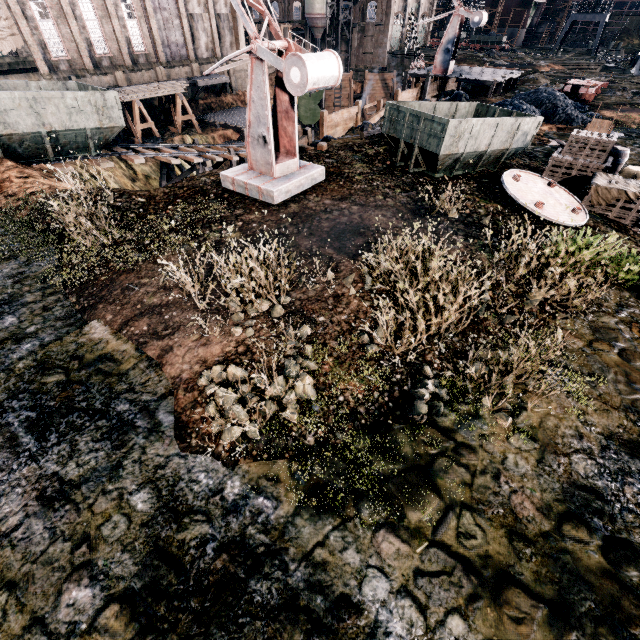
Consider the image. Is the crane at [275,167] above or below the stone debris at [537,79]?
above

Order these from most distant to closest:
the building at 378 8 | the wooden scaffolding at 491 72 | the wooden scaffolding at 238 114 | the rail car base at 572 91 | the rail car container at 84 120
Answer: the building at 378 8, the wooden scaffolding at 238 114, the wooden scaffolding at 491 72, the rail car base at 572 91, the rail car container at 84 120

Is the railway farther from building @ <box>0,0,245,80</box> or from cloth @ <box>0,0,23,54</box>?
cloth @ <box>0,0,23,54</box>

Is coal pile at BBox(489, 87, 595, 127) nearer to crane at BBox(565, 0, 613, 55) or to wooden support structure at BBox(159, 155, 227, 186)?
wooden support structure at BBox(159, 155, 227, 186)

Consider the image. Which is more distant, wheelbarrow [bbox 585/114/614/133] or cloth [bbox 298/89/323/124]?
cloth [bbox 298/89/323/124]

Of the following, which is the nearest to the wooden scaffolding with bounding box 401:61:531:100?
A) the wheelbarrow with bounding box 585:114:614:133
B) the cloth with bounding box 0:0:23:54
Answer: the wheelbarrow with bounding box 585:114:614:133

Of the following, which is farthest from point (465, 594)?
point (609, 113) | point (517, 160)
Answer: point (609, 113)

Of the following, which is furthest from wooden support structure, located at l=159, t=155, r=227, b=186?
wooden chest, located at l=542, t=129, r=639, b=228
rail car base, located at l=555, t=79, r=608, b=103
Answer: rail car base, located at l=555, t=79, r=608, b=103
